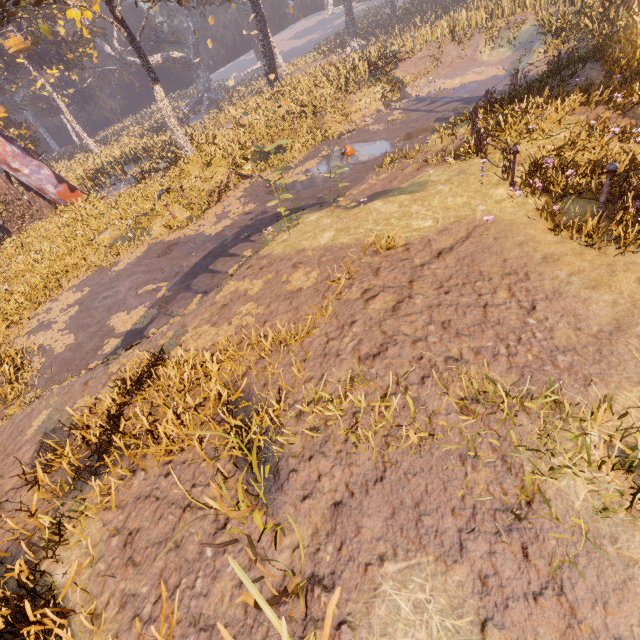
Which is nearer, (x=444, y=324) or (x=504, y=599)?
(x=504, y=599)

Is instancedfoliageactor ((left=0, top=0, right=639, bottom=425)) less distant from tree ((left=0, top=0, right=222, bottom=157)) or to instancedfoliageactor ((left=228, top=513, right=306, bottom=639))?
tree ((left=0, top=0, right=222, bottom=157))

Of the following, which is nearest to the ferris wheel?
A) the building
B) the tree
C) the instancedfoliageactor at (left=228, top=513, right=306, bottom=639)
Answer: the building

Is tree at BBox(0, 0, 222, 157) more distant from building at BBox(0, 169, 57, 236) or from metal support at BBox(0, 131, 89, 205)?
building at BBox(0, 169, 57, 236)

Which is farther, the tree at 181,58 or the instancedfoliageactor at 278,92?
the tree at 181,58

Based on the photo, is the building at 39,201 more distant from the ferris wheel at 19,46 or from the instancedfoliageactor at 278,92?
the instancedfoliageactor at 278,92

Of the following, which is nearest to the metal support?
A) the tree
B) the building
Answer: the building

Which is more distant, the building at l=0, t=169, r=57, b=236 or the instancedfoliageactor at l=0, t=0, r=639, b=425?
the building at l=0, t=169, r=57, b=236
